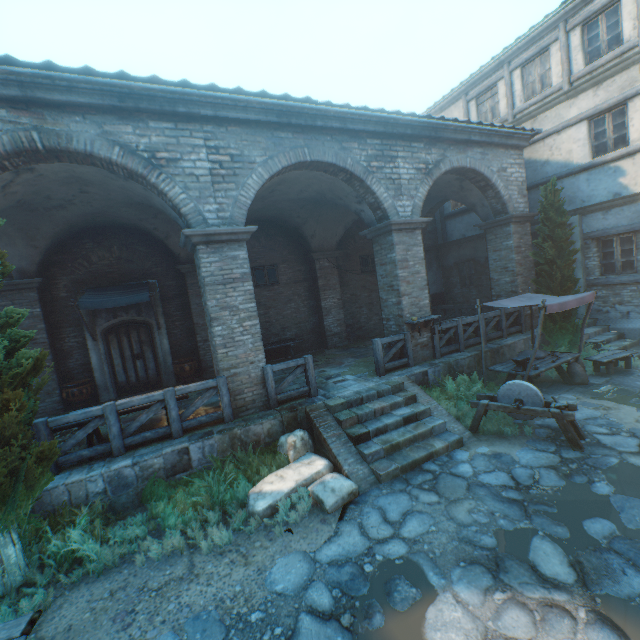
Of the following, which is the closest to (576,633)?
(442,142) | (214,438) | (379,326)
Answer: (214,438)

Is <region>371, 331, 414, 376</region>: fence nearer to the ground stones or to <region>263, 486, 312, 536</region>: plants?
the ground stones

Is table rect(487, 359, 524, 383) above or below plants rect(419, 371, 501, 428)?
above

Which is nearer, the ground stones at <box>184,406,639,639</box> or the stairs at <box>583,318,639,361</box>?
the ground stones at <box>184,406,639,639</box>

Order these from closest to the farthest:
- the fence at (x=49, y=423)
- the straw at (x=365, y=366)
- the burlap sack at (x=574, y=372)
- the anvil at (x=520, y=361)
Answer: the fence at (x=49, y=423), the anvil at (x=520, y=361), the burlap sack at (x=574, y=372), the straw at (x=365, y=366)

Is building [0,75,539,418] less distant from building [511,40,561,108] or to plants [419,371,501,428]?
building [511,40,561,108]

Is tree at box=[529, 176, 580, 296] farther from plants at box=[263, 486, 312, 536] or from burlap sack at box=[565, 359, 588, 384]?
burlap sack at box=[565, 359, 588, 384]

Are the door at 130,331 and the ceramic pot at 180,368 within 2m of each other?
yes
